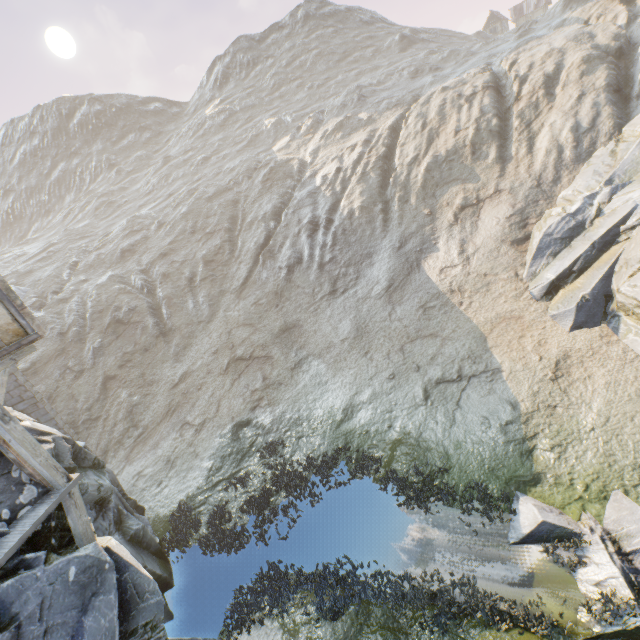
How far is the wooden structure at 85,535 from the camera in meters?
7.2 m

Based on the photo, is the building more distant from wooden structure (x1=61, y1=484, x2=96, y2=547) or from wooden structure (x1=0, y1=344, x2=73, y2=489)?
wooden structure (x1=61, y1=484, x2=96, y2=547)

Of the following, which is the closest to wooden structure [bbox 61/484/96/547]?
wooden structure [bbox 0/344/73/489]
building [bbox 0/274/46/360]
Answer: wooden structure [bbox 0/344/73/489]

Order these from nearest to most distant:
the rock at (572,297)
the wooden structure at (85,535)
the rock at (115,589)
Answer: the rock at (115,589) < the wooden structure at (85,535) < the rock at (572,297)

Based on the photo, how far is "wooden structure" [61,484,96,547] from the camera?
7.18m

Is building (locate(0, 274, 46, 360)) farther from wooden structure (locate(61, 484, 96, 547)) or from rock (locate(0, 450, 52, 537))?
wooden structure (locate(61, 484, 96, 547))

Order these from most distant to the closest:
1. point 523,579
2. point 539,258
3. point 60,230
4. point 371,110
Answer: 1. point 60,230
2. point 371,110
3. point 539,258
4. point 523,579
